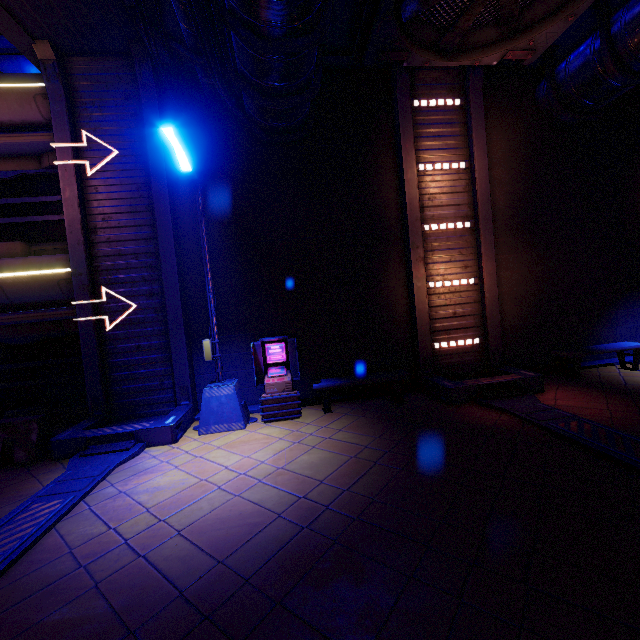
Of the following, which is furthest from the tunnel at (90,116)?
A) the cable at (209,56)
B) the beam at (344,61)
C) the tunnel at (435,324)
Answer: the tunnel at (435,324)

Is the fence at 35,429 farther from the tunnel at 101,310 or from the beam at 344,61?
the beam at 344,61

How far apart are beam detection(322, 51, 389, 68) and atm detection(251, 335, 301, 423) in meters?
7.3

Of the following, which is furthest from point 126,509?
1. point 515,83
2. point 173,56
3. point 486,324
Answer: point 515,83

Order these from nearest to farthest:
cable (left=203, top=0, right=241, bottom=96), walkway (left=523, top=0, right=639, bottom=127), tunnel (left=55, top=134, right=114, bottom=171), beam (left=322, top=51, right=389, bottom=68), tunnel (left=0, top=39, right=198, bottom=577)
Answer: cable (left=203, top=0, right=241, bottom=96) → tunnel (left=0, top=39, right=198, bottom=577) → walkway (left=523, top=0, right=639, bottom=127) → tunnel (left=55, top=134, right=114, bottom=171) → beam (left=322, top=51, right=389, bottom=68)

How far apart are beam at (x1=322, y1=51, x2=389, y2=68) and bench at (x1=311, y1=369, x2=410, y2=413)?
8.4m

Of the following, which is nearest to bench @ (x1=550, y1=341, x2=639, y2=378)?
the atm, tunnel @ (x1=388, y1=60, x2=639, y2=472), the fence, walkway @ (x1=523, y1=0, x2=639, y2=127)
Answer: tunnel @ (x1=388, y1=60, x2=639, y2=472)

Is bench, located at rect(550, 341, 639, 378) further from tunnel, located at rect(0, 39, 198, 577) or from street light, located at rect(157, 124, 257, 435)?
tunnel, located at rect(0, 39, 198, 577)
